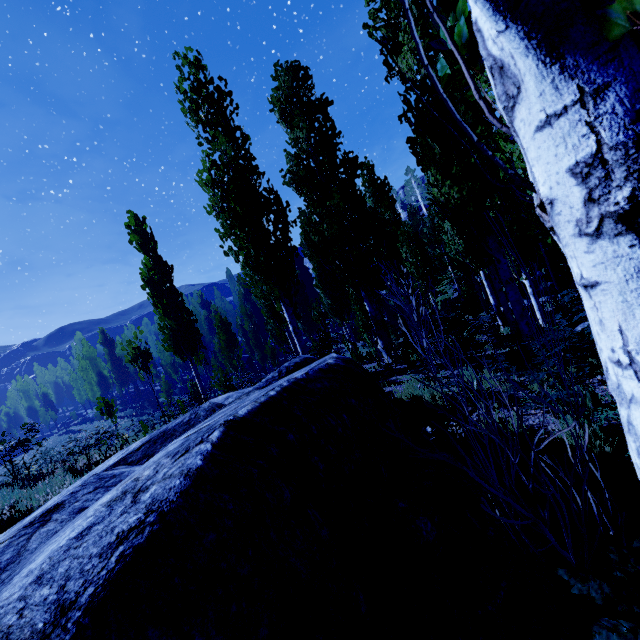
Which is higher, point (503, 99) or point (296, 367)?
point (503, 99)

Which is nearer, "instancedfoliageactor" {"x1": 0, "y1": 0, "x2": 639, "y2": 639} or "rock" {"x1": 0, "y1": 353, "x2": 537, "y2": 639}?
"instancedfoliageactor" {"x1": 0, "y1": 0, "x2": 639, "y2": 639}

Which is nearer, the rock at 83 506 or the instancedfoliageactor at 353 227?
the instancedfoliageactor at 353 227
